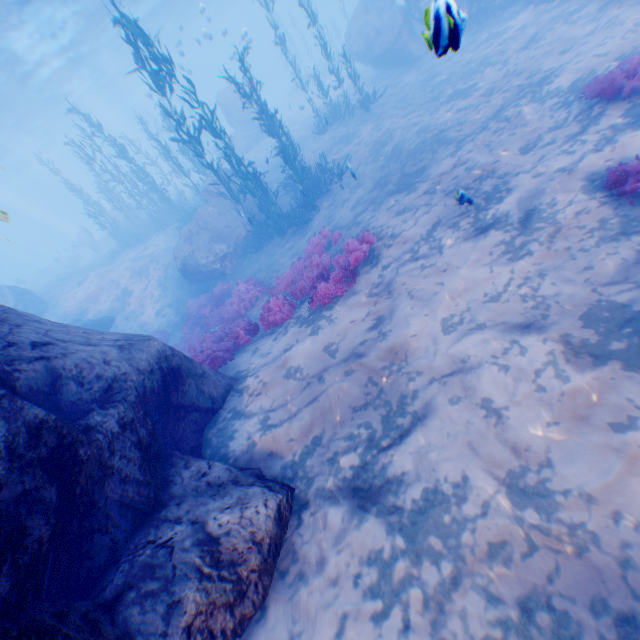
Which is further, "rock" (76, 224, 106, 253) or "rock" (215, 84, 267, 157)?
"rock" (76, 224, 106, 253)

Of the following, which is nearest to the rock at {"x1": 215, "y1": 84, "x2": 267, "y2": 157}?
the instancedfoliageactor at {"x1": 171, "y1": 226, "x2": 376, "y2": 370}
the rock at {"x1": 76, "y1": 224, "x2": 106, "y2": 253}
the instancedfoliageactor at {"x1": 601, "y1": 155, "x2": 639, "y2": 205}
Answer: the instancedfoliageactor at {"x1": 171, "y1": 226, "x2": 376, "y2": 370}

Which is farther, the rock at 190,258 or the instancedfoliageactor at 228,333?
the rock at 190,258

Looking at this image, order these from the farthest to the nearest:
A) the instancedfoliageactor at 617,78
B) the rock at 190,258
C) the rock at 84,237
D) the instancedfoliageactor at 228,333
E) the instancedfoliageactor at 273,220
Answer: the rock at 84,237
the rock at 190,258
the instancedfoliageactor at 273,220
the instancedfoliageactor at 228,333
the instancedfoliageactor at 617,78

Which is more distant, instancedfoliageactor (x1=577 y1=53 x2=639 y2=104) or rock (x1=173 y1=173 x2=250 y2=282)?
rock (x1=173 y1=173 x2=250 y2=282)

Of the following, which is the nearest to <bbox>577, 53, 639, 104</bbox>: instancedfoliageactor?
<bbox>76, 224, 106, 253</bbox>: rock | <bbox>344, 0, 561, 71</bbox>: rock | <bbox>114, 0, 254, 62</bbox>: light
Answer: <bbox>344, 0, 561, 71</bbox>: rock

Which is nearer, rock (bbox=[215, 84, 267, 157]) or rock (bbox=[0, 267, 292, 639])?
rock (bbox=[0, 267, 292, 639])

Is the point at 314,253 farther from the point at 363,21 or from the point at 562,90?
the point at 363,21
